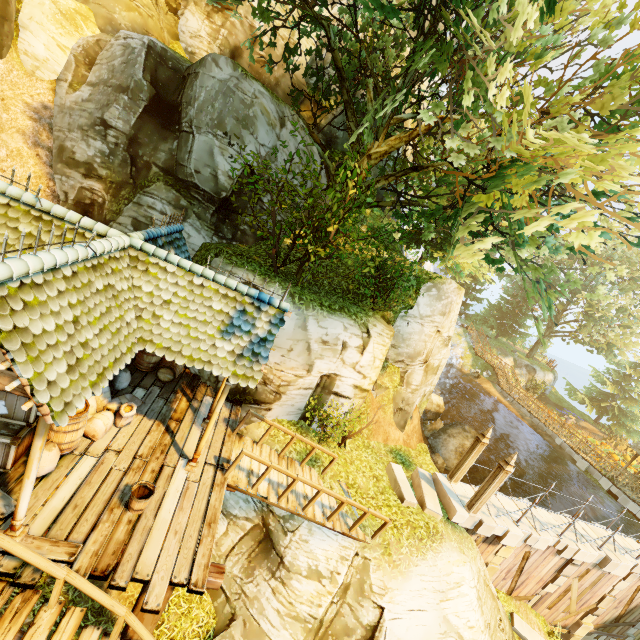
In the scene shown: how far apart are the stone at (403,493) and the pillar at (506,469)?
0.9 meters

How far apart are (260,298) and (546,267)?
9.5m

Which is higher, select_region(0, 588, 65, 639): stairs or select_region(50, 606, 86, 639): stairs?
select_region(0, 588, 65, 639): stairs

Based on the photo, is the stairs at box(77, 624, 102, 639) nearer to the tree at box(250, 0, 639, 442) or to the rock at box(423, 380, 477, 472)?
the tree at box(250, 0, 639, 442)

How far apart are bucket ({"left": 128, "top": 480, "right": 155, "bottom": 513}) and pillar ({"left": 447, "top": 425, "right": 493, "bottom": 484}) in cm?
1064

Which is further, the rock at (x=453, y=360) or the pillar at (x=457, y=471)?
the rock at (x=453, y=360)

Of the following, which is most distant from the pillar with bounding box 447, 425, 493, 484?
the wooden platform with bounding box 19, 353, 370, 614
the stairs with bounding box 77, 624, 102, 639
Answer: the stairs with bounding box 77, 624, 102, 639

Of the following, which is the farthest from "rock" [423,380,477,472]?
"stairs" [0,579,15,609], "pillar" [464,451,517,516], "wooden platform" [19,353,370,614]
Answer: "stairs" [0,579,15,609]
